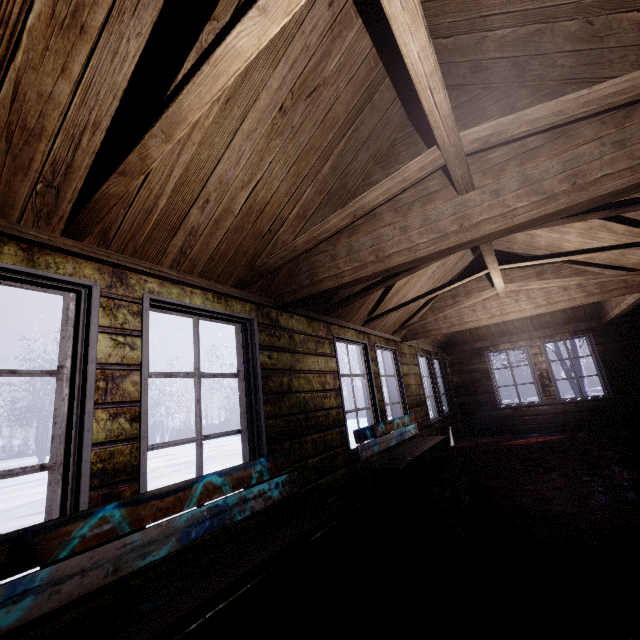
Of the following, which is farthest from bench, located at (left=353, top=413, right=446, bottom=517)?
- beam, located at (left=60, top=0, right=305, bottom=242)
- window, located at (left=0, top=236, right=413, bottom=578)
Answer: beam, located at (left=60, top=0, right=305, bottom=242)

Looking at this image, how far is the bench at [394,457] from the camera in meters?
3.2 m

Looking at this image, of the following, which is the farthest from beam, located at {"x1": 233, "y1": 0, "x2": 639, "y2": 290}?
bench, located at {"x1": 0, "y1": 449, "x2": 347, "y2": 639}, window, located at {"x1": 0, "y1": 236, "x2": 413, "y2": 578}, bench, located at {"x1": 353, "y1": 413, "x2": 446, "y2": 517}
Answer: bench, located at {"x1": 353, "y1": 413, "x2": 446, "y2": 517}

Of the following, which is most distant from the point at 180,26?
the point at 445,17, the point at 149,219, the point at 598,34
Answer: the point at 598,34

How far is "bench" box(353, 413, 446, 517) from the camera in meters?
3.2 m

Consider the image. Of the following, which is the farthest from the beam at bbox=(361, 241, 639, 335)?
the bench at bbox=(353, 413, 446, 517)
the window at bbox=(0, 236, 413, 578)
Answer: the bench at bbox=(353, 413, 446, 517)

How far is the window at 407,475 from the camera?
3.8m

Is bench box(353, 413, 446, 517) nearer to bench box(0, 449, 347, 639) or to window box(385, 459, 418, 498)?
window box(385, 459, 418, 498)
